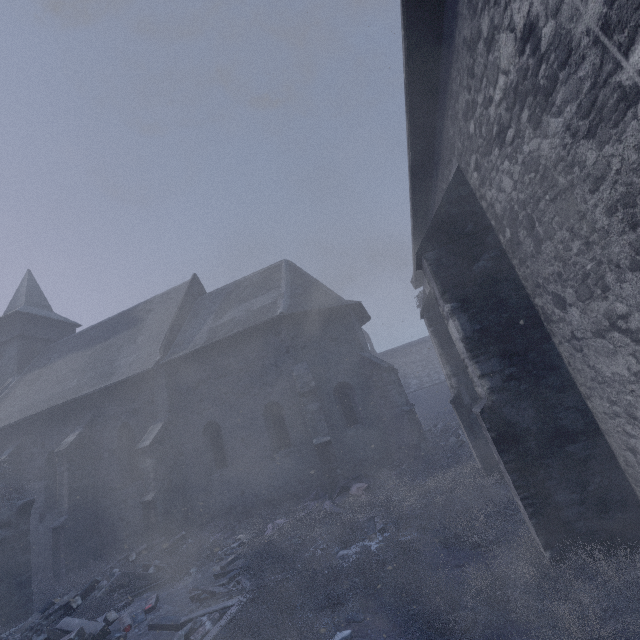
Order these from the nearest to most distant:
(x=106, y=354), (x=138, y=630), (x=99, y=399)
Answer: (x=138, y=630), (x=99, y=399), (x=106, y=354)

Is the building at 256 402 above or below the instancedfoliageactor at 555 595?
above

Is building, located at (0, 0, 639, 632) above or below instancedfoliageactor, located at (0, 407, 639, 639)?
above

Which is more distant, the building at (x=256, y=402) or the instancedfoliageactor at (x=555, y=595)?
the instancedfoliageactor at (x=555, y=595)

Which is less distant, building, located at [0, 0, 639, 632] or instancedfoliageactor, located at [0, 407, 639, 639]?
building, located at [0, 0, 639, 632]
